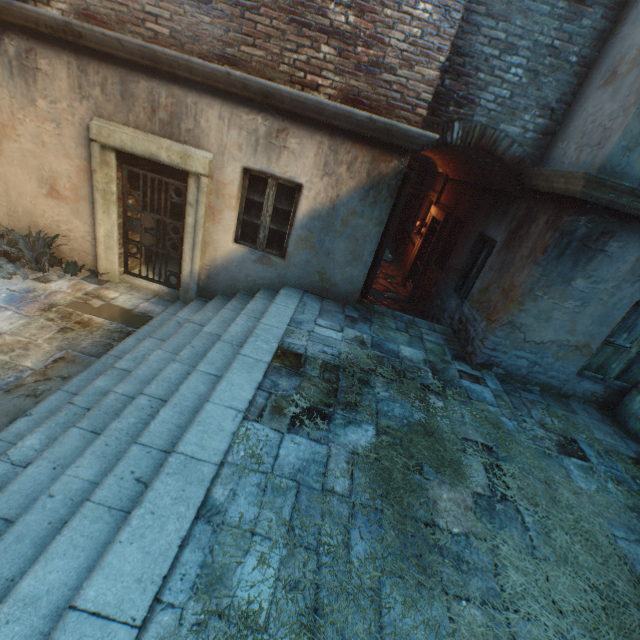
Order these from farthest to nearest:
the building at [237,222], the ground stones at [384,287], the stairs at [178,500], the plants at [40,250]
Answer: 1. the ground stones at [384,287]
2. the plants at [40,250]
3. the building at [237,222]
4. the stairs at [178,500]

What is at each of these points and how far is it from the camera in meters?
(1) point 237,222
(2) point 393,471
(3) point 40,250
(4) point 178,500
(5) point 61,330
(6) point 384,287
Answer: (1) building, 5.7
(2) straw, 3.0
(3) plants, 5.9
(4) stairs, 2.3
(5) ground stones, 4.9
(6) ground stones, 10.6

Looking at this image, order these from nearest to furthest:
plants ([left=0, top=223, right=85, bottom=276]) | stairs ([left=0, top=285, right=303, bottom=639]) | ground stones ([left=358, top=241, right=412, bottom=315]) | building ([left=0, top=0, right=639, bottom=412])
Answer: stairs ([left=0, top=285, right=303, bottom=639]) < building ([left=0, top=0, right=639, bottom=412]) < plants ([left=0, top=223, right=85, bottom=276]) < ground stones ([left=358, top=241, right=412, bottom=315])

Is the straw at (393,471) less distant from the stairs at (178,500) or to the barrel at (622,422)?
the stairs at (178,500)

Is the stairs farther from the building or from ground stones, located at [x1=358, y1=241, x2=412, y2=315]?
ground stones, located at [x1=358, y1=241, x2=412, y2=315]

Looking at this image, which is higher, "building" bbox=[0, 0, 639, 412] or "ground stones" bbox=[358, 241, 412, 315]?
"building" bbox=[0, 0, 639, 412]

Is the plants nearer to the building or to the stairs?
the building

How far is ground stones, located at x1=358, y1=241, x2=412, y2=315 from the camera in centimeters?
928cm
